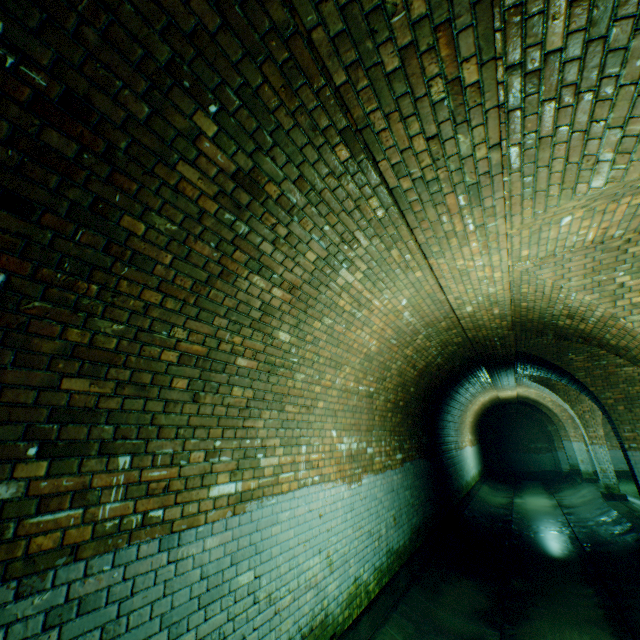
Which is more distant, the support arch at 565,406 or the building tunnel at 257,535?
the support arch at 565,406

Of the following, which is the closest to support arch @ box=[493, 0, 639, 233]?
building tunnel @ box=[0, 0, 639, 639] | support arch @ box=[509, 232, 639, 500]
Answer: building tunnel @ box=[0, 0, 639, 639]

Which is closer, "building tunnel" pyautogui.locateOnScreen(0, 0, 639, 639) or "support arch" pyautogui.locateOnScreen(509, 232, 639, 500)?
"building tunnel" pyautogui.locateOnScreen(0, 0, 639, 639)

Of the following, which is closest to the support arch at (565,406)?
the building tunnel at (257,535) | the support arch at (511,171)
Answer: the building tunnel at (257,535)

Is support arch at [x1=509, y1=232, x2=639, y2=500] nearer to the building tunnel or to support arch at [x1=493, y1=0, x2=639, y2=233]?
the building tunnel

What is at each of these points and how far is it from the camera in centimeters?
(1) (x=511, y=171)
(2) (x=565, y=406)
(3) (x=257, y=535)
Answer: (1) support arch, 262cm
(2) support arch, 1294cm
(3) building tunnel, 302cm

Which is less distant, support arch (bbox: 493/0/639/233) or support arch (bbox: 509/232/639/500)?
support arch (bbox: 493/0/639/233)
